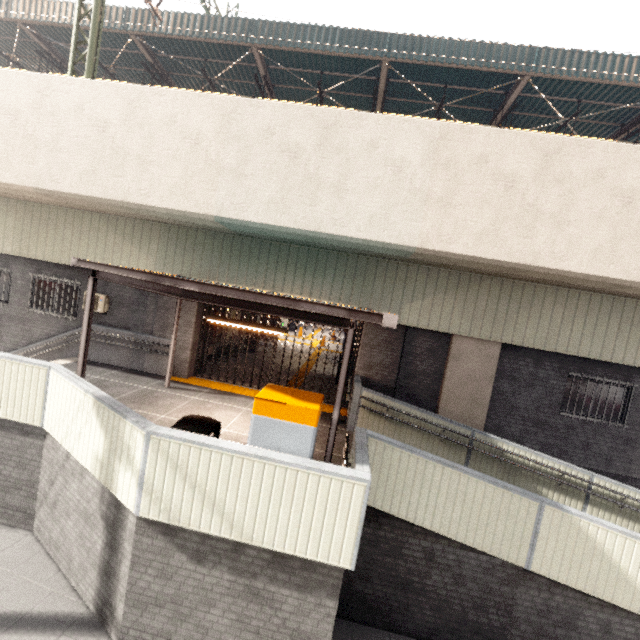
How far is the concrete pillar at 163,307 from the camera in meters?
10.4

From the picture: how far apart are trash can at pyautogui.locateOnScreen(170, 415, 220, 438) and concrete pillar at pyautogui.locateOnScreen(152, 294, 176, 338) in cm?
570

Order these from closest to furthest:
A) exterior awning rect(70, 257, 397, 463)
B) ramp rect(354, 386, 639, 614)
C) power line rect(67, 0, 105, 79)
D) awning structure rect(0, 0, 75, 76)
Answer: exterior awning rect(70, 257, 397, 463) → ramp rect(354, 386, 639, 614) → power line rect(67, 0, 105, 79) → awning structure rect(0, 0, 75, 76)

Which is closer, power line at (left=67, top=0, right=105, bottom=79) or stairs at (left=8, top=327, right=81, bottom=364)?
power line at (left=67, top=0, right=105, bottom=79)

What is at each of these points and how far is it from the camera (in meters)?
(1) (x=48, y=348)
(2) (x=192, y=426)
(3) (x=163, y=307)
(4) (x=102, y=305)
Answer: (1) stairs, 10.77
(2) trash can, 4.64
(3) concrete pillar, 10.40
(4) air conditioner, 10.45

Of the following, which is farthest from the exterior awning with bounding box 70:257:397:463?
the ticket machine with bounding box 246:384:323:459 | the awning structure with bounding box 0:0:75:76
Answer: the awning structure with bounding box 0:0:75:76

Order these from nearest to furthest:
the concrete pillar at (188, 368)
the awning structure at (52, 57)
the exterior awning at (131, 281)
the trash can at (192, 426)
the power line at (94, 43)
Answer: the exterior awning at (131, 281) < the trash can at (192, 426) < the power line at (94, 43) < the concrete pillar at (188, 368) < the awning structure at (52, 57)

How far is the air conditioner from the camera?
10.4m
